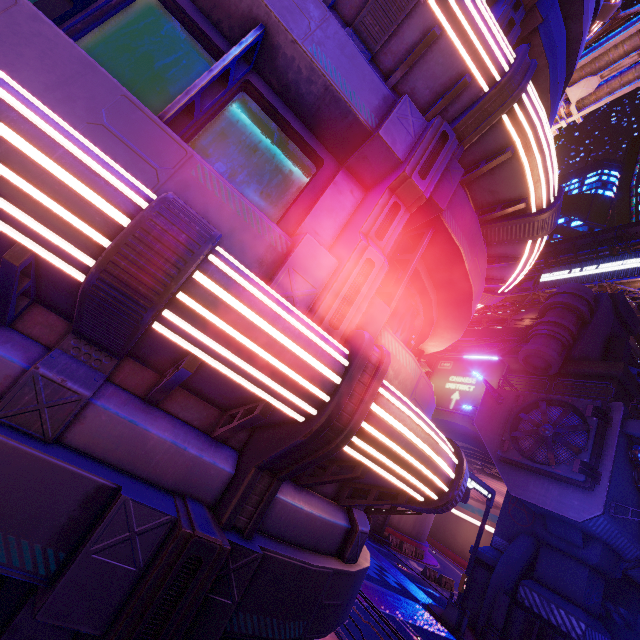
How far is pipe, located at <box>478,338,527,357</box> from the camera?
28.3 meters

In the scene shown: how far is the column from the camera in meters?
24.6

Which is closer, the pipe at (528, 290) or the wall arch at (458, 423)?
the wall arch at (458, 423)

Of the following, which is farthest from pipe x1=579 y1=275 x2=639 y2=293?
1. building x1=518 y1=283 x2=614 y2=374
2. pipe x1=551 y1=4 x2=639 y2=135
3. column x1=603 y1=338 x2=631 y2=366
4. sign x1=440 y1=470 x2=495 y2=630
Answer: sign x1=440 y1=470 x2=495 y2=630

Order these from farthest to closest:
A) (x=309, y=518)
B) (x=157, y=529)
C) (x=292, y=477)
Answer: (x=309, y=518) → (x=292, y=477) → (x=157, y=529)

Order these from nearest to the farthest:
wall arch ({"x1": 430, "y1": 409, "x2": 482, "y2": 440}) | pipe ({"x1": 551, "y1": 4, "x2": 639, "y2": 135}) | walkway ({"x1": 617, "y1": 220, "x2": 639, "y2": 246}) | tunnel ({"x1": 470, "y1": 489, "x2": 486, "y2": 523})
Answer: pipe ({"x1": 551, "y1": 4, "x2": 639, "y2": 135}) → wall arch ({"x1": 430, "y1": 409, "x2": 482, "y2": 440}) → walkway ({"x1": 617, "y1": 220, "x2": 639, "y2": 246}) → tunnel ({"x1": 470, "y1": 489, "x2": 486, "y2": 523})

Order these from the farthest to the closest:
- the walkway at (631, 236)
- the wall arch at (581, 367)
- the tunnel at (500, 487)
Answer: the walkway at (631, 236)
the tunnel at (500, 487)
the wall arch at (581, 367)

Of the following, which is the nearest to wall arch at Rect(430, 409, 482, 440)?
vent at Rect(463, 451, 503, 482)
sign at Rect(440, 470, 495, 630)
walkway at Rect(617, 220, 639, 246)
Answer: sign at Rect(440, 470, 495, 630)
